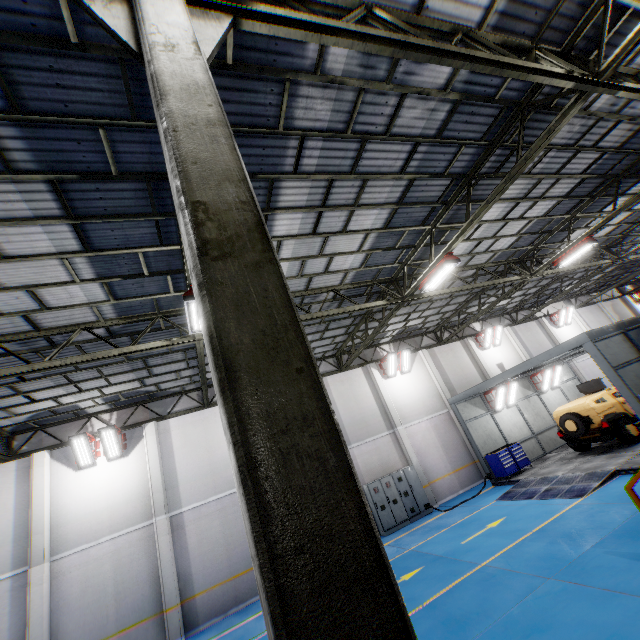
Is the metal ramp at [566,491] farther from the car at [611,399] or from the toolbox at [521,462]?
the car at [611,399]

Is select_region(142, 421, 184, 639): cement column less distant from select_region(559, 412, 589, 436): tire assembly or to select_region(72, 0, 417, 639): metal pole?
select_region(72, 0, 417, 639): metal pole

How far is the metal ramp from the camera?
10.6 meters

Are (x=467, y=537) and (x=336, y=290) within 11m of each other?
yes

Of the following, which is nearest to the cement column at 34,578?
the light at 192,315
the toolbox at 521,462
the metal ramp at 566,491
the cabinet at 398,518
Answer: the light at 192,315

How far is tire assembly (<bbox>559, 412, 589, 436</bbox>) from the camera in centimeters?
1355cm

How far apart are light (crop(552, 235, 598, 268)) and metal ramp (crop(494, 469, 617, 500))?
8.05m

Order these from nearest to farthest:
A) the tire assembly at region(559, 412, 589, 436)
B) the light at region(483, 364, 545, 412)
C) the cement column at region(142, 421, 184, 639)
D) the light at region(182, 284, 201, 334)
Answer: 1. the light at region(182, 284, 201, 334)
2. the cement column at region(142, 421, 184, 639)
3. the tire assembly at region(559, 412, 589, 436)
4. the light at region(483, 364, 545, 412)
